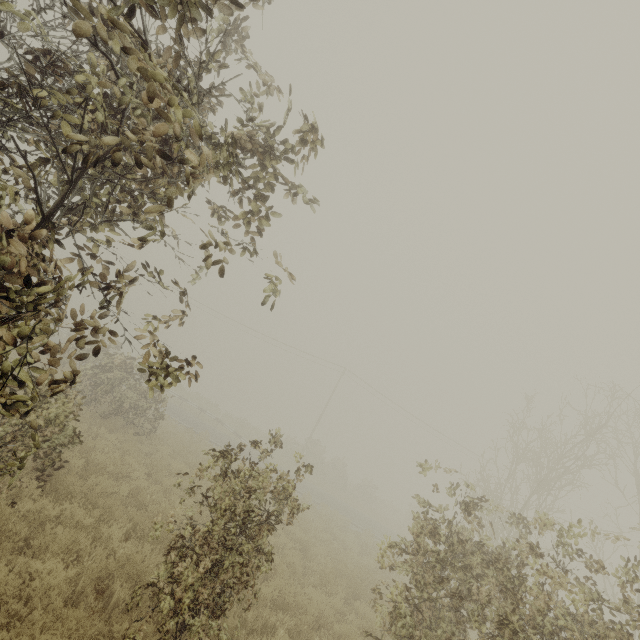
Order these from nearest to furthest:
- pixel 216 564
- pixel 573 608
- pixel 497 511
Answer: pixel 216 564 < pixel 497 511 < pixel 573 608
